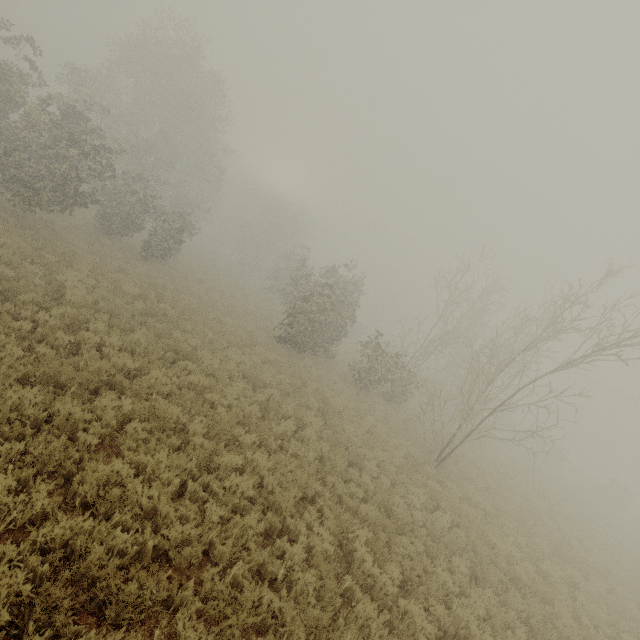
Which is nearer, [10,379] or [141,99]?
[10,379]

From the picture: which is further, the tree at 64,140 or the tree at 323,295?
the tree at 64,140

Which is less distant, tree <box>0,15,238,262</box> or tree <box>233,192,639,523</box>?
tree <box>233,192,639,523</box>
